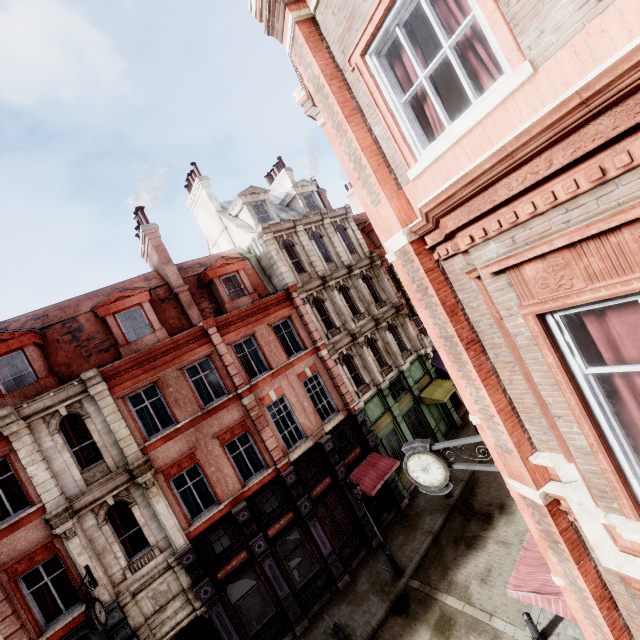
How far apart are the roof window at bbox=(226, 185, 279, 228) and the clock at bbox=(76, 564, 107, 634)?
17.6 meters

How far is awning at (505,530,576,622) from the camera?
7.7 meters

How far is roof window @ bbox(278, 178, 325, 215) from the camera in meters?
23.1

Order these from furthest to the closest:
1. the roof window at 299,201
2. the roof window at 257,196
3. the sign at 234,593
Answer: the roof window at 299,201, the roof window at 257,196, the sign at 234,593

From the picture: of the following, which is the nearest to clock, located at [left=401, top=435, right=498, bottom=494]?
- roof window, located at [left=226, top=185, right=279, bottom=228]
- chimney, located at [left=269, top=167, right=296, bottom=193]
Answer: roof window, located at [left=226, top=185, right=279, bottom=228]

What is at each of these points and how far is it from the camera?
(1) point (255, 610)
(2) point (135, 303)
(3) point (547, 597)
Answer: (1) sign, 13.93m
(2) roof window, 14.93m
(3) awning, 7.82m

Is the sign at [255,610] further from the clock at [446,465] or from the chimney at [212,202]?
the chimney at [212,202]

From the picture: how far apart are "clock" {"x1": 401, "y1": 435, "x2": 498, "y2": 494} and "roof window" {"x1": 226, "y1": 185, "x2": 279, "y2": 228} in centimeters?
1623cm
